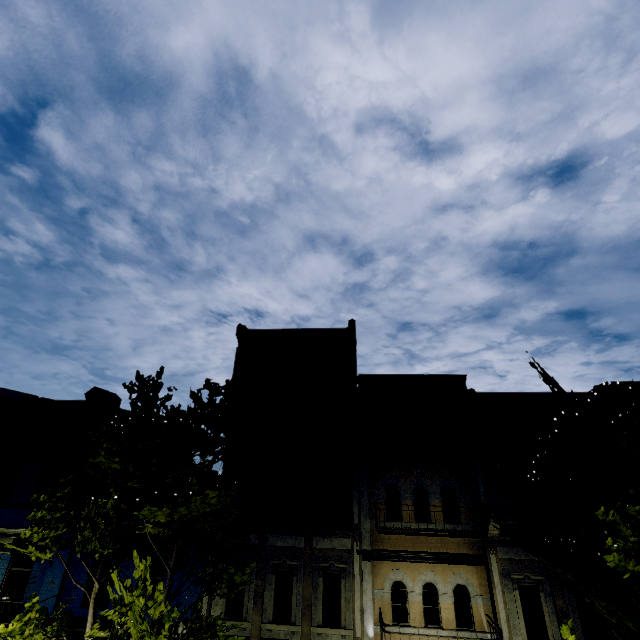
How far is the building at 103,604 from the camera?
10.77m

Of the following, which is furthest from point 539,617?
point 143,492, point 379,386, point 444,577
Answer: point 143,492

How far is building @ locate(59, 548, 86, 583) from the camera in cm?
1118

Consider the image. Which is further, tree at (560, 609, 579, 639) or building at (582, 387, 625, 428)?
building at (582, 387, 625, 428)

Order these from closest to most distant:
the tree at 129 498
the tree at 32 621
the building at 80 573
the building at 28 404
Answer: the tree at 32 621, the tree at 129 498, the building at 80 573, the building at 28 404

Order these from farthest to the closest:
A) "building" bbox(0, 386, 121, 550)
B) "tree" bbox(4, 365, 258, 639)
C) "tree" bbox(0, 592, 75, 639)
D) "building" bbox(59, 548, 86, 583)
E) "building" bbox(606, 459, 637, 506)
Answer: "building" bbox(0, 386, 121, 550) < "building" bbox(59, 548, 86, 583) < "building" bbox(606, 459, 637, 506) < "tree" bbox(4, 365, 258, 639) < "tree" bbox(0, 592, 75, 639)

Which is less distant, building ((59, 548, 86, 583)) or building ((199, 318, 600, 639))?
building ((199, 318, 600, 639))
